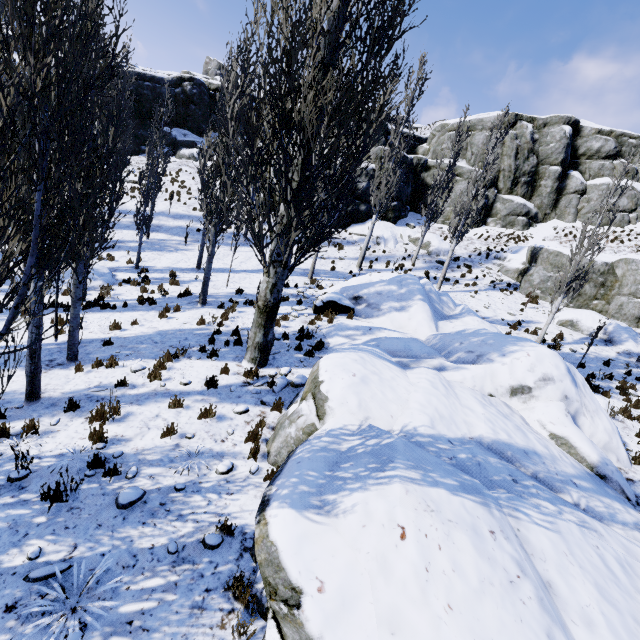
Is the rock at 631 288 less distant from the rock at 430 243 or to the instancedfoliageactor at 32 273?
the instancedfoliageactor at 32 273

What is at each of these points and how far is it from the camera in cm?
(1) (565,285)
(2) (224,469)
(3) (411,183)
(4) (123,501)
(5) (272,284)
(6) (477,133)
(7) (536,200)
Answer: (1) instancedfoliageactor, 1345
(2) rock, 550
(3) rock, 2978
(4) rock, 466
(5) instancedfoliageactor, 823
(6) rock, 2942
(7) rock, 2900

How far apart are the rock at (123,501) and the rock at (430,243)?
24.0m

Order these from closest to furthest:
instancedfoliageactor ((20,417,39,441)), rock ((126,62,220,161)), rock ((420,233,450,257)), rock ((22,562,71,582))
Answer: rock ((22,562,71,582)), instancedfoliageactor ((20,417,39,441)), rock ((420,233,450,257)), rock ((126,62,220,161))

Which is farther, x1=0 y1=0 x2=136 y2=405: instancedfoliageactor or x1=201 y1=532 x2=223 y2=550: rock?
x1=201 y1=532 x2=223 y2=550: rock

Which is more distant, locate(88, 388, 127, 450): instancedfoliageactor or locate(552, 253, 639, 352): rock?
locate(552, 253, 639, 352): rock

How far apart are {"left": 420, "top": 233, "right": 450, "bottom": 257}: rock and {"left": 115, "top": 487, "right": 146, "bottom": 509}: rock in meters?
24.0 m

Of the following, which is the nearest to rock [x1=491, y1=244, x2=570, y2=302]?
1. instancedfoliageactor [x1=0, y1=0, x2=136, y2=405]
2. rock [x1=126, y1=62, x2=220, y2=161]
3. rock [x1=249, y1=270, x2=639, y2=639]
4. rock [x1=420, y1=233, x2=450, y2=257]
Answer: instancedfoliageactor [x1=0, y1=0, x2=136, y2=405]
